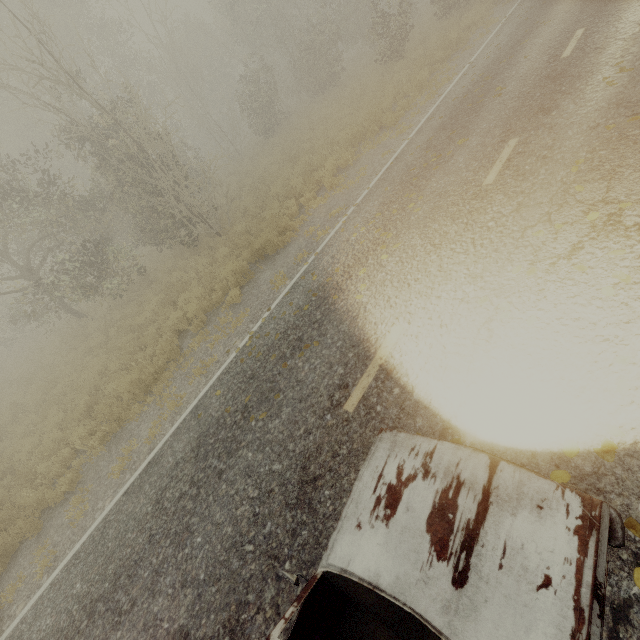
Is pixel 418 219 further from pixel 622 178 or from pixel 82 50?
pixel 82 50
